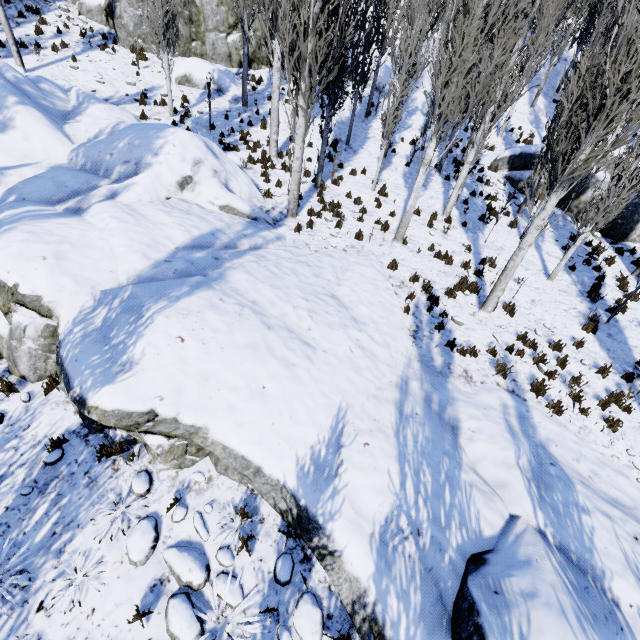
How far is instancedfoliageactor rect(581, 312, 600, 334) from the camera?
9.4 meters

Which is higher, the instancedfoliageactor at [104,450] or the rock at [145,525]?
the instancedfoliageactor at [104,450]

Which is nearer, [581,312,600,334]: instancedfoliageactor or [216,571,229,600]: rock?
[216,571,229,600]: rock

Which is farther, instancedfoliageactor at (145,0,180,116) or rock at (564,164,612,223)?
rock at (564,164,612,223)

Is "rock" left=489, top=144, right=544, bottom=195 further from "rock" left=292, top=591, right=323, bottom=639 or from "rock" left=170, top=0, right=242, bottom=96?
A: "rock" left=170, top=0, right=242, bottom=96

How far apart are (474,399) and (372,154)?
14.0m

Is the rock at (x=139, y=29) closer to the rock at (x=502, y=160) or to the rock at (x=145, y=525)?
the rock at (x=145, y=525)
